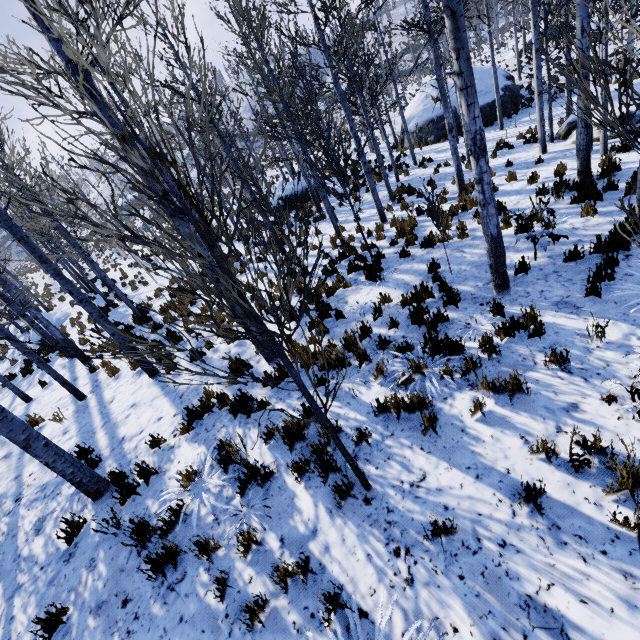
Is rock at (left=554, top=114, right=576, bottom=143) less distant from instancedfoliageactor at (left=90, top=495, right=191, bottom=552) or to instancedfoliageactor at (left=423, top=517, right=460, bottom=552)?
instancedfoliageactor at (left=90, top=495, right=191, bottom=552)

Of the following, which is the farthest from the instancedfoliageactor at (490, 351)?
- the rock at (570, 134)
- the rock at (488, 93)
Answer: the rock at (488, 93)

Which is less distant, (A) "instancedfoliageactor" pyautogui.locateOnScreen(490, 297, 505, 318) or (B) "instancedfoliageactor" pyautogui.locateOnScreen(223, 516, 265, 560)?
(B) "instancedfoliageactor" pyautogui.locateOnScreen(223, 516, 265, 560)

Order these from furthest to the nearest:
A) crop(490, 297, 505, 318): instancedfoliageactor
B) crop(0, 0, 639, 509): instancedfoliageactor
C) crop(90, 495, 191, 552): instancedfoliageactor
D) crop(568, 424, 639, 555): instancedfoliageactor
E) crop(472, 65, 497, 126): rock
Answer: crop(472, 65, 497, 126): rock → crop(490, 297, 505, 318): instancedfoliageactor → crop(90, 495, 191, 552): instancedfoliageactor → crop(568, 424, 639, 555): instancedfoliageactor → crop(0, 0, 639, 509): instancedfoliageactor

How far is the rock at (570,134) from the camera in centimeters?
1206cm

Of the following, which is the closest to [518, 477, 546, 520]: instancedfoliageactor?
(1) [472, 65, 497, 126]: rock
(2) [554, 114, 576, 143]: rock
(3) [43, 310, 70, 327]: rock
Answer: (2) [554, 114, 576, 143]: rock

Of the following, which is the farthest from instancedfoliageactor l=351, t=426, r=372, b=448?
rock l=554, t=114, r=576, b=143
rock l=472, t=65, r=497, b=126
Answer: rock l=472, t=65, r=497, b=126

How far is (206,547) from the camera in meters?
3.7
